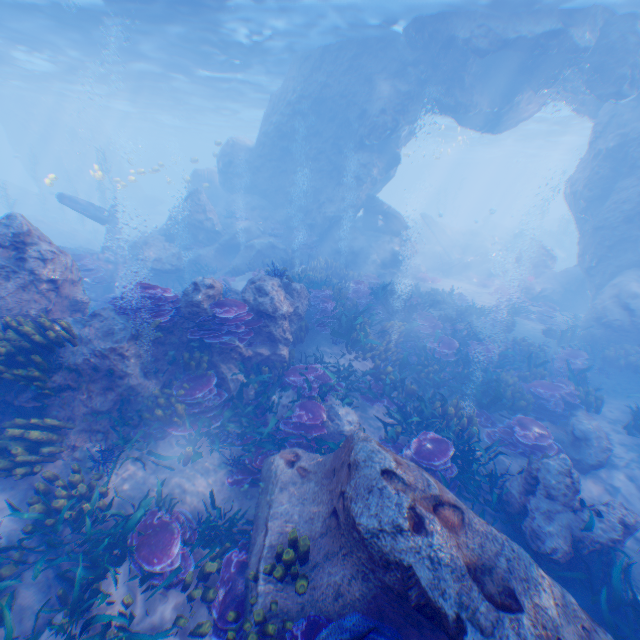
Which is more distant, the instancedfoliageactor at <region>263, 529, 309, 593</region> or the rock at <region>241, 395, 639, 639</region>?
the instancedfoliageactor at <region>263, 529, 309, 593</region>

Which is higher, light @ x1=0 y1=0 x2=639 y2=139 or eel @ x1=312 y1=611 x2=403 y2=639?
light @ x1=0 y1=0 x2=639 y2=139

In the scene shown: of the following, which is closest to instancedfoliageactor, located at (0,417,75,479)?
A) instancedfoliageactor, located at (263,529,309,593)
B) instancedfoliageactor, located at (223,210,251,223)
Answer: instancedfoliageactor, located at (263,529,309,593)

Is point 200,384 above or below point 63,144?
below

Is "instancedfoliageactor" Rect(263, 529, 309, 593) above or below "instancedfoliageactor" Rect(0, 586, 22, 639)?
above

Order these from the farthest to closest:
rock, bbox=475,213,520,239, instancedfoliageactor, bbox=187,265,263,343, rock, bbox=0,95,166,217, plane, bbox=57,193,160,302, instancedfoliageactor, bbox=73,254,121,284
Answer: rock, bbox=475,213,520,239 → rock, bbox=0,95,166,217 → plane, bbox=57,193,160,302 → instancedfoliageactor, bbox=73,254,121,284 → instancedfoliageactor, bbox=187,265,263,343

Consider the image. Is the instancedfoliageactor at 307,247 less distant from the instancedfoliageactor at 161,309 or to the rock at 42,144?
the rock at 42,144

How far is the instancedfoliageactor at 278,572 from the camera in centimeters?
432cm
